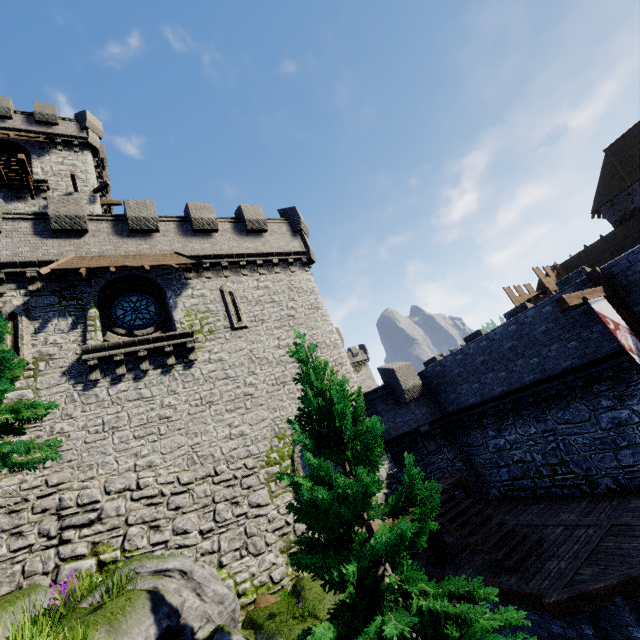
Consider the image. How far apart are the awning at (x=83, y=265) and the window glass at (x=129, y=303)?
1.32m

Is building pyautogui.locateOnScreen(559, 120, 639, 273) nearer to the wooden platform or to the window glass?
the window glass

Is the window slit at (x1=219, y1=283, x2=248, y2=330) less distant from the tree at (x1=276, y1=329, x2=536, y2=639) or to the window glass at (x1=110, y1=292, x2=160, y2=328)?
the window glass at (x1=110, y1=292, x2=160, y2=328)

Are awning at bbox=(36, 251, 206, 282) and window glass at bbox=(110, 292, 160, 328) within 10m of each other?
yes

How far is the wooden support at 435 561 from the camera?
11.54m

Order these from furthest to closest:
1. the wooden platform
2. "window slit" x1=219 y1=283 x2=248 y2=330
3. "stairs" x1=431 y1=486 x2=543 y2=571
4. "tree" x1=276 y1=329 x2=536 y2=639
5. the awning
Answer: the wooden platform < "window slit" x1=219 y1=283 x2=248 y2=330 < the awning < "stairs" x1=431 y1=486 x2=543 y2=571 < "tree" x1=276 y1=329 x2=536 y2=639

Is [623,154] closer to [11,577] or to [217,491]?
[217,491]

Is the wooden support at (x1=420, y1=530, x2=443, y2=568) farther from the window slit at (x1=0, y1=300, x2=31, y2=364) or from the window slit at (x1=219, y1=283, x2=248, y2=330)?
the window slit at (x1=0, y1=300, x2=31, y2=364)
